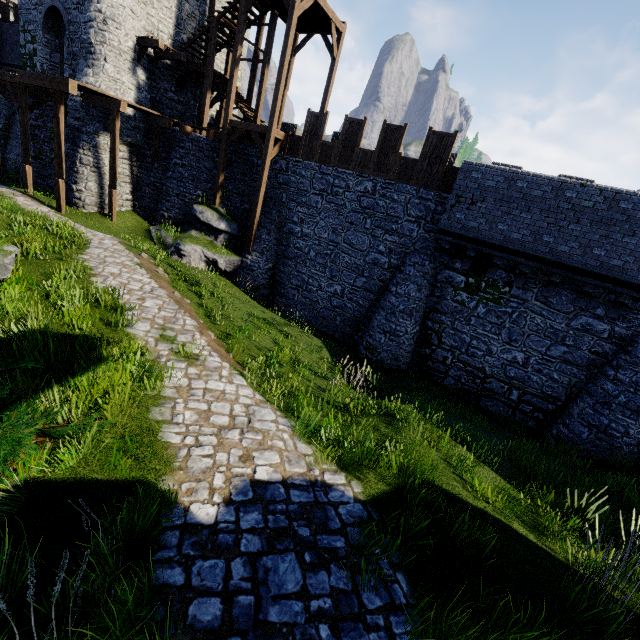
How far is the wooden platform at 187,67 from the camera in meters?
16.8 m

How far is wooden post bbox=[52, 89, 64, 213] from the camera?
14.8 meters

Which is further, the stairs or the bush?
the stairs

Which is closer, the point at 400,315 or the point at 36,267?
the point at 36,267

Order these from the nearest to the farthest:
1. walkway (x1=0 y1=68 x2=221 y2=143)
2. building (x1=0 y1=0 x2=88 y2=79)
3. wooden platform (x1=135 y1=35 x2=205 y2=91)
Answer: walkway (x1=0 y1=68 x2=221 y2=143), wooden platform (x1=135 y1=35 x2=205 y2=91), building (x1=0 y1=0 x2=88 y2=79)

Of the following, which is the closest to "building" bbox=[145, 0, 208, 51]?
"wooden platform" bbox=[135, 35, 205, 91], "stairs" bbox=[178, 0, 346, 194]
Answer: "wooden platform" bbox=[135, 35, 205, 91]

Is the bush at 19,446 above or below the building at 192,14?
below

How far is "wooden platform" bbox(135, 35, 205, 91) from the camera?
16.8 meters
